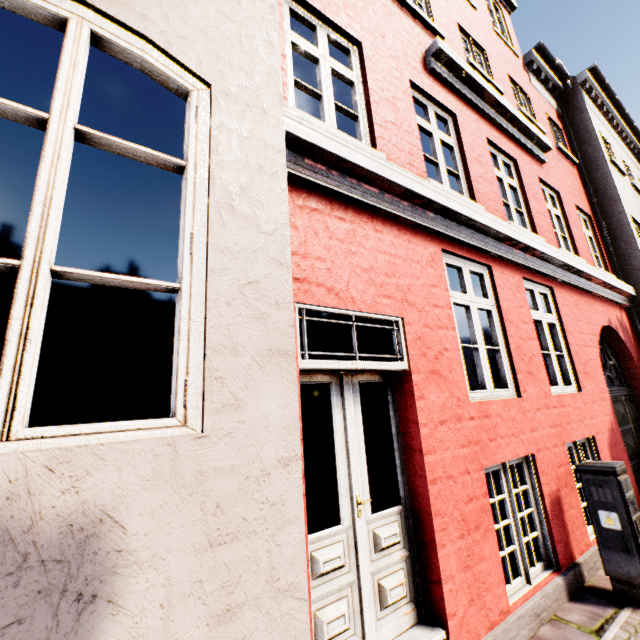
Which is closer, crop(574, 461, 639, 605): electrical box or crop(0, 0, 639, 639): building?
crop(0, 0, 639, 639): building

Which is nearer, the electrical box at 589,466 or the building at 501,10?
the building at 501,10

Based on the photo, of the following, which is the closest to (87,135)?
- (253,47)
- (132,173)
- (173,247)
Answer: (253,47)
